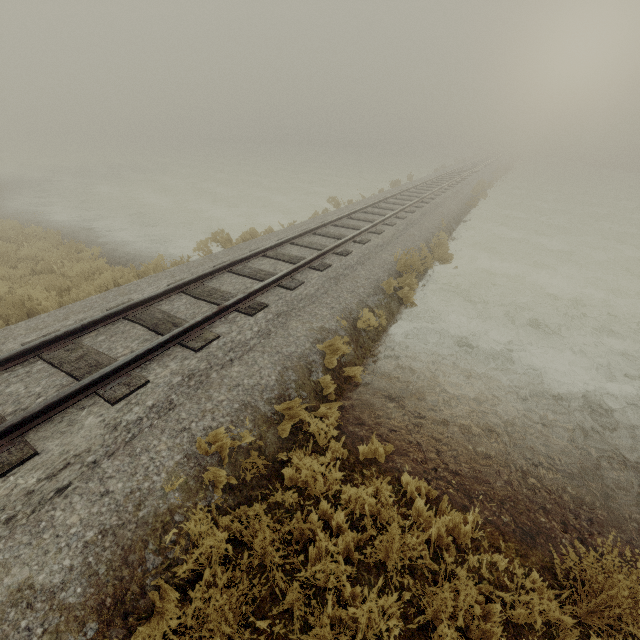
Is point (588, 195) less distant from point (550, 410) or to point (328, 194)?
point (328, 194)
